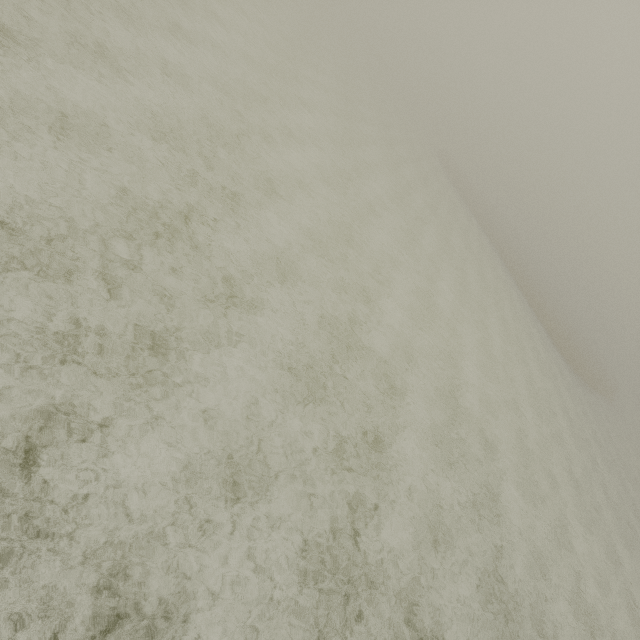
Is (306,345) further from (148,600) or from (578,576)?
(578,576)
